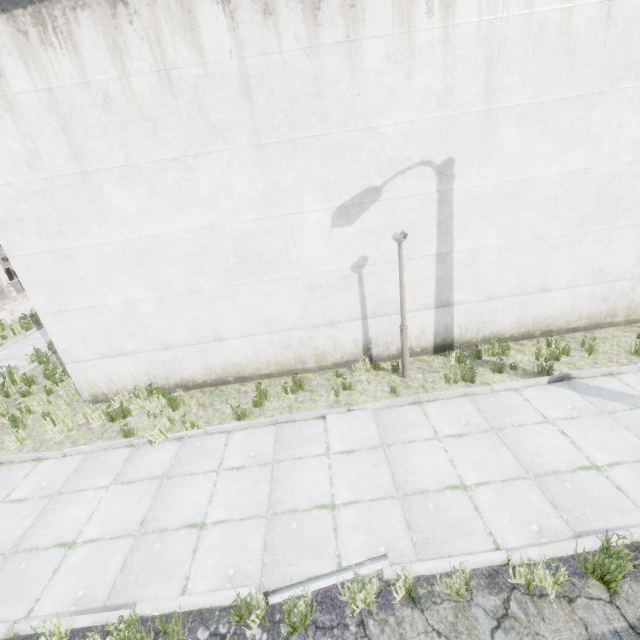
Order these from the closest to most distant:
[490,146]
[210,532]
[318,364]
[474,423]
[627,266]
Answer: [210,532] < [474,423] < [490,146] < [627,266] < [318,364]
